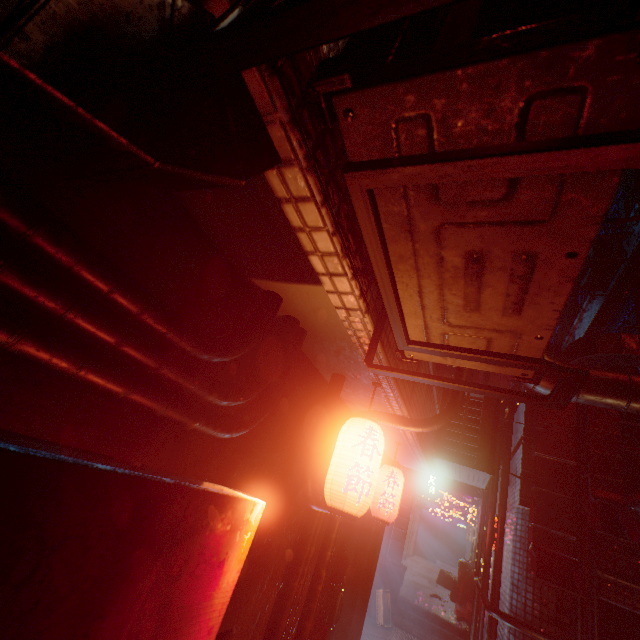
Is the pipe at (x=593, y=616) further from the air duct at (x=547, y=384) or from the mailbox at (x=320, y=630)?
the mailbox at (x=320, y=630)

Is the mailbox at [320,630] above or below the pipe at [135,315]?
below

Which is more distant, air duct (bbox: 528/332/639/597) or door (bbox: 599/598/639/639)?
door (bbox: 599/598/639/639)

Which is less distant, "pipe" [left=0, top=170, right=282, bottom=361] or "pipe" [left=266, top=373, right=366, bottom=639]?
"pipe" [left=0, top=170, right=282, bottom=361]

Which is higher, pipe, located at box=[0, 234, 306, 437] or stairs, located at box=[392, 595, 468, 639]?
pipe, located at box=[0, 234, 306, 437]

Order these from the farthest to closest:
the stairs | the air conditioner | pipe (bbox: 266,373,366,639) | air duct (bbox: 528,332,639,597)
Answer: the stairs < air duct (bbox: 528,332,639,597) < pipe (bbox: 266,373,366,639) < the air conditioner

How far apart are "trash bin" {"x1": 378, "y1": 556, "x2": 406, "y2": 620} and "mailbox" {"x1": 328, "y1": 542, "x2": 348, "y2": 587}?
5.4 meters

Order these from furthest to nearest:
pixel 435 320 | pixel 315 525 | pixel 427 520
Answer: pixel 427 520 < pixel 315 525 < pixel 435 320
